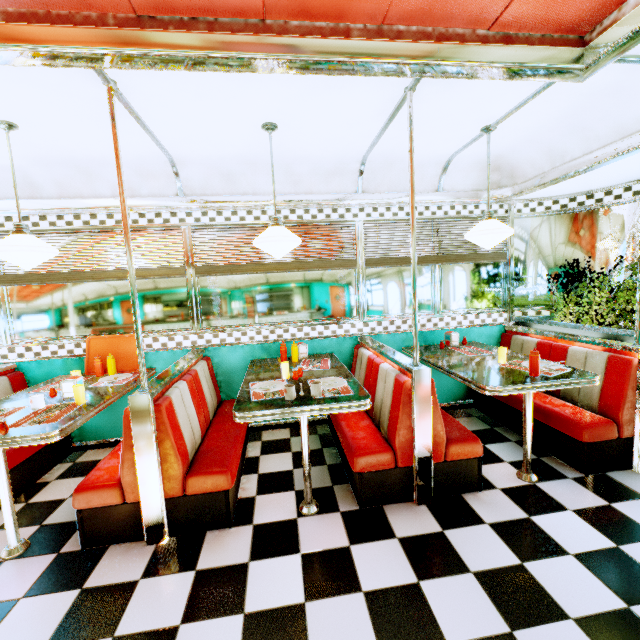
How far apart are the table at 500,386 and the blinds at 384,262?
1.1 meters

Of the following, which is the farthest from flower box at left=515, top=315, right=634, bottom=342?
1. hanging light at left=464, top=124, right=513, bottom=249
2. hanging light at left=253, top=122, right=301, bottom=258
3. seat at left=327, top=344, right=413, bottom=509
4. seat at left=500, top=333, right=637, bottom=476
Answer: hanging light at left=253, top=122, right=301, bottom=258

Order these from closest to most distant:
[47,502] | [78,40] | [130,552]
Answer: [78,40] < [130,552] < [47,502]

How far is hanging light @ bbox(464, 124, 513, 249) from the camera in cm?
288

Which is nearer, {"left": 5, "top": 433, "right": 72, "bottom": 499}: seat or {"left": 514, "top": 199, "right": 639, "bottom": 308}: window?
{"left": 5, "top": 433, "right": 72, "bottom": 499}: seat

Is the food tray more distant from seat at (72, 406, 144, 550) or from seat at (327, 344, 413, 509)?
seat at (327, 344, 413, 509)

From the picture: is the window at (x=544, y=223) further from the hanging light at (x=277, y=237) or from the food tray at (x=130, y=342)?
the food tray at (x=130, y=342)

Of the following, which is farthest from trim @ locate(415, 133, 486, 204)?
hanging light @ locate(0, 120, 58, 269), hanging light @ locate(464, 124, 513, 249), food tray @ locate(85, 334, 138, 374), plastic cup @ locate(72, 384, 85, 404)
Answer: plastic cup @ locate(72, 384, 85, 404)
